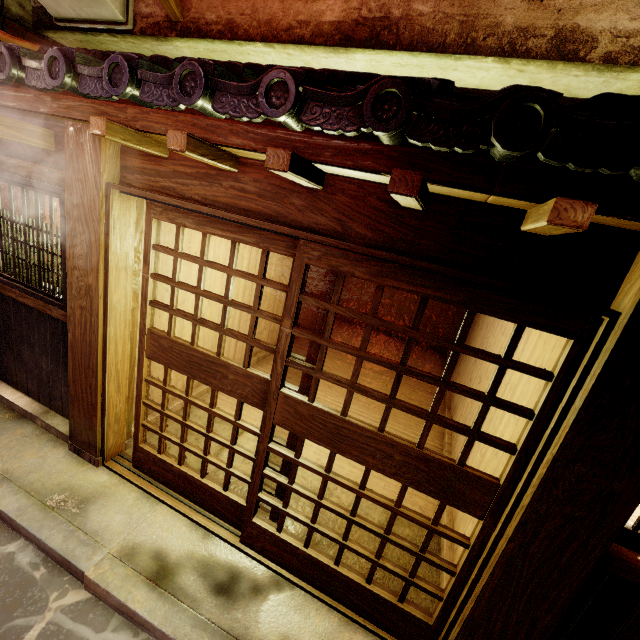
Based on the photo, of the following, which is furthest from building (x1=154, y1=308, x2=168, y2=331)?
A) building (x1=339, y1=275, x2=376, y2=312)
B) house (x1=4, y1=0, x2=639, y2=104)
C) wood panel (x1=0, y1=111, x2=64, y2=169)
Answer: building (x1=339, y1=275, x2=376, y2=312)

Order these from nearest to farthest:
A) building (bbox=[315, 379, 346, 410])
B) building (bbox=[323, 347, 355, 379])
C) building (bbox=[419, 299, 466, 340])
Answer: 1. building (bbox=[315, 379, 346, 410])
2. building (bbox=[323, 347, 355, 379])
3. building (bbox=[419, 299, 466, 340])

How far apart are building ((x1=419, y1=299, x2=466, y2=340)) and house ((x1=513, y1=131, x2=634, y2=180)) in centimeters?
1436cm

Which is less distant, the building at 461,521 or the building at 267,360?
the building at 461,521

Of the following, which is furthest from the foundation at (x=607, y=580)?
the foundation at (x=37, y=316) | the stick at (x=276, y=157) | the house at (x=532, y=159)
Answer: the foundation at (x=37, y=316)

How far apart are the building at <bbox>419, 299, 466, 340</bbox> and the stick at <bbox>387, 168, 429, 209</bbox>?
14.0 meters

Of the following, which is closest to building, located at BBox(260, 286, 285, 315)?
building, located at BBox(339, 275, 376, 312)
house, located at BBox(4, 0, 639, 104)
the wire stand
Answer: the wire stand

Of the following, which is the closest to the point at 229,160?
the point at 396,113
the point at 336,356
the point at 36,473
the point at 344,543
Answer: the point at 396,113
